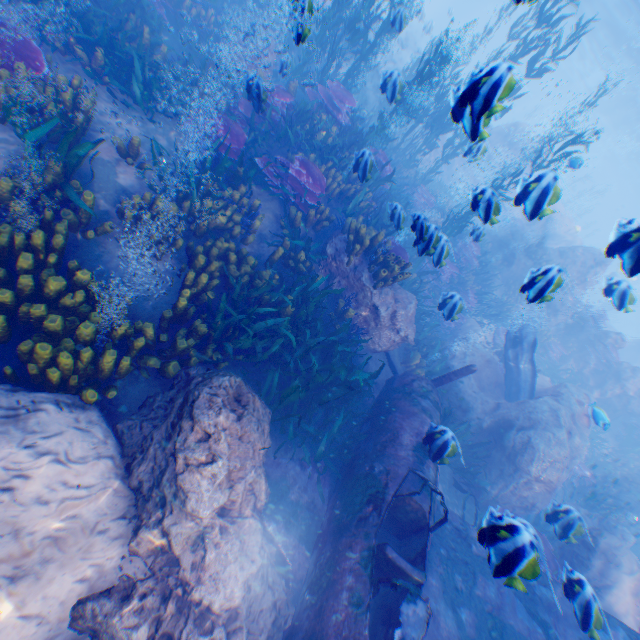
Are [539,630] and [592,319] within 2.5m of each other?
no

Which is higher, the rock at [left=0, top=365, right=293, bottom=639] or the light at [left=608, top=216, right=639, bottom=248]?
the light at [left=608, top=216, right=639, bottom=248]

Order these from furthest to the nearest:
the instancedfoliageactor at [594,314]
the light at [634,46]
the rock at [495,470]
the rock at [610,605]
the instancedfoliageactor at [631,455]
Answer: the light at [634,46] < the instancedfoliageactor at [594,314] < the instancedfoliageactor at [631,455] < the rock at [610,605] < the rock at [495,470]

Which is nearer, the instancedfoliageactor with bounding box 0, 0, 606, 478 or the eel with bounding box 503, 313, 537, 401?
the instancedfoliageactor with bounding box 0, 0, 606, 478

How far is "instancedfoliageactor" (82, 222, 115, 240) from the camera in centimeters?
458cm

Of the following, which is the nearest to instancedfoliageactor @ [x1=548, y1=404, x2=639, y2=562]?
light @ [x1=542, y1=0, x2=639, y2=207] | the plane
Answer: the plane

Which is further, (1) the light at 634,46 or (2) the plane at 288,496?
(1) the light at 634,46
